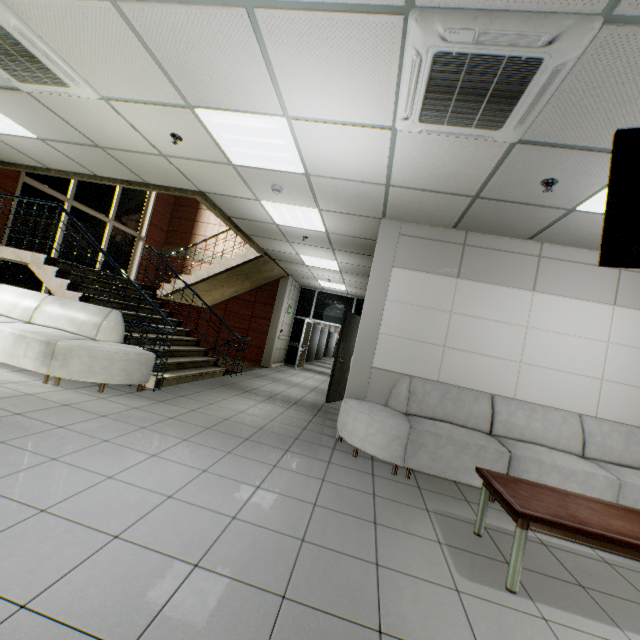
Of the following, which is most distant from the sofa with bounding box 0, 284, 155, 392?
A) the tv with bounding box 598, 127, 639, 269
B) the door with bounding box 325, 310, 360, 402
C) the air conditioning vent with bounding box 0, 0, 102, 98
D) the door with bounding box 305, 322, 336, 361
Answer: the door with bounding box 305, 322, 336, 361

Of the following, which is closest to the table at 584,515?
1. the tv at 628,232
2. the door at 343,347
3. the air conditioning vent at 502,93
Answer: the tv at 628,232

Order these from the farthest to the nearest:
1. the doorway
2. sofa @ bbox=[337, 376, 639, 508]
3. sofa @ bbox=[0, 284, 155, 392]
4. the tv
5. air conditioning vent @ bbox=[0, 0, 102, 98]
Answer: the doorway, sofa @ bbox=[0, 284, 155, 392], sofa @ bbox=[337, 376, 639, 508], air conditioning vent @ bbox=[0, 0, 102, 98], the tv

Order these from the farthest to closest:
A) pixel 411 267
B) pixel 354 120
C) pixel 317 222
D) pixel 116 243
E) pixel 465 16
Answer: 1. pixel 116 243
2. pixel 317 222
3. pixel 411 267
4. pixel 354 120
5. pixel 465 16

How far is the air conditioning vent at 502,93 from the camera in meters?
1.8

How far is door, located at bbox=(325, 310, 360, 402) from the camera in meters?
6.9

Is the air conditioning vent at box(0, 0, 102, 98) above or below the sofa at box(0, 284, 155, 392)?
above

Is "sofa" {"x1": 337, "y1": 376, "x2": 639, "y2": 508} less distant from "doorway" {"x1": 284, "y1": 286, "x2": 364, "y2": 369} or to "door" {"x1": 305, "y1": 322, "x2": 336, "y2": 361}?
"doorway" {"x1": 284, "y1": 286, "x2": 364, "y2": 369}
